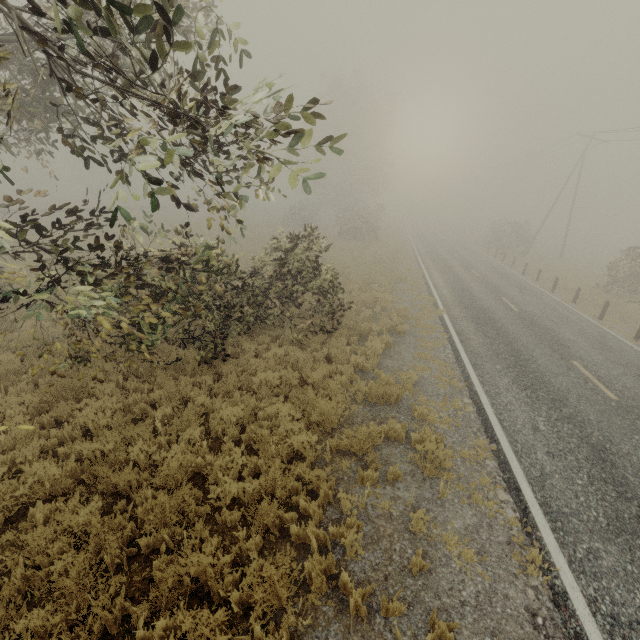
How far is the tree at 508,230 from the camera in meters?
33.4 m

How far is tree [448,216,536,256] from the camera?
33.44m

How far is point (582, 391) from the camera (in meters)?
9.00
